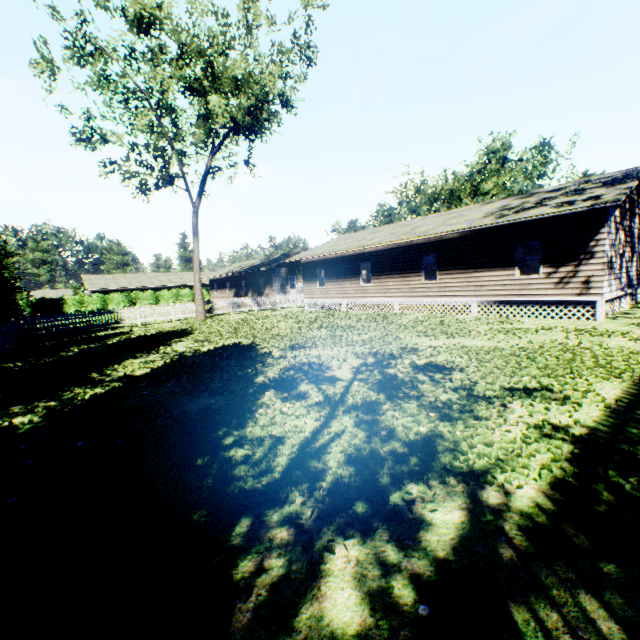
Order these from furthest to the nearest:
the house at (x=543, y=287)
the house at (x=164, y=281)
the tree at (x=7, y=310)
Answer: the house at (x=164, y=281) < the tree at (x=7, y=310) < the house at (x=543, y=287)

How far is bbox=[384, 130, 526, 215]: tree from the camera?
39.82m

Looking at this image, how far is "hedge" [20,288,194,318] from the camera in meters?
40.1

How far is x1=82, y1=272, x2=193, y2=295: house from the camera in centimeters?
4678cm

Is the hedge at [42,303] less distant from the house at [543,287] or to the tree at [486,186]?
the house at [543,287]

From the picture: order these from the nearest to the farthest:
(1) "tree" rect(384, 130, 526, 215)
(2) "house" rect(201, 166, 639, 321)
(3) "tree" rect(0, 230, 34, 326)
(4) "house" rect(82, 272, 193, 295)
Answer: (2) "house" rect(201, 166, 639, 321) → (3) "tree" rect(0, 230, 34, 326) → (1) "tree" rect(384, 130, 526, 215) → (4) "house" rect(82, 272, 193, 295)

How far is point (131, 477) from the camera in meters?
3.8 m

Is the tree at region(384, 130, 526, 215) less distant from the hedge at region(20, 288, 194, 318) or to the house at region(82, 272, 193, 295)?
the house at region(82, 272, 193, 295)
